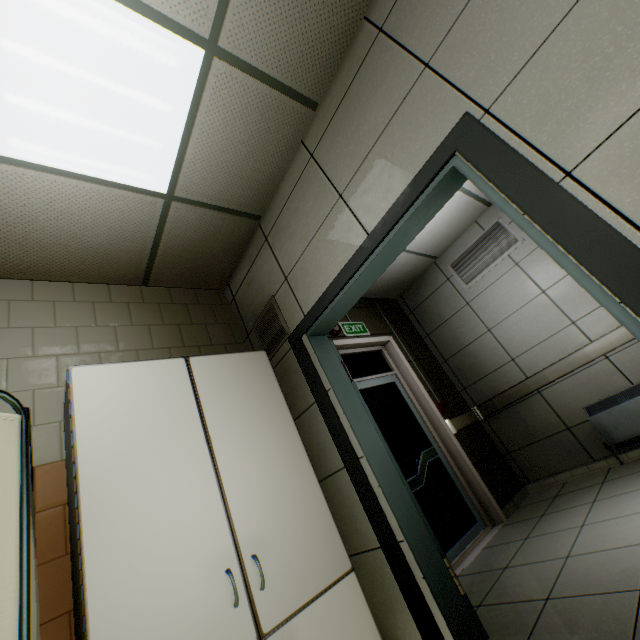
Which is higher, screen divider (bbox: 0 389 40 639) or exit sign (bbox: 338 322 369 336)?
exit sign (bbox: 338 322 369 336)

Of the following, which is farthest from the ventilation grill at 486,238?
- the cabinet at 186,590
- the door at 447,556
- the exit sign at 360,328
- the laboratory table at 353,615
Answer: the laboratory table at 353,615

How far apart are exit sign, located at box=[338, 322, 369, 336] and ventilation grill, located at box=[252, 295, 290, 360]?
1.5m

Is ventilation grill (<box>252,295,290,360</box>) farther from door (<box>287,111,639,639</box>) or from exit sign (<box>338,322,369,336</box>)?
exit sign (<box>338,322,369,336</box>)

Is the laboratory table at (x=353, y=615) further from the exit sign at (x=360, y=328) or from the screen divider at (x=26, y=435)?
the exit sign at (x=360, y=328)

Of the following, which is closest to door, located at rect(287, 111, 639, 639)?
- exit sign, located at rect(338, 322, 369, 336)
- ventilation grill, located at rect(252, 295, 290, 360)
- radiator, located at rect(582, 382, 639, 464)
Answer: ventilation grill, located at rect(252, 295, 290, 360)

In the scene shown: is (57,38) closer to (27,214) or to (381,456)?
(27,214)

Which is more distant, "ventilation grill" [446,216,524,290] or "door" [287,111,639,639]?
"ventilation grill" [446,216,524,290]
